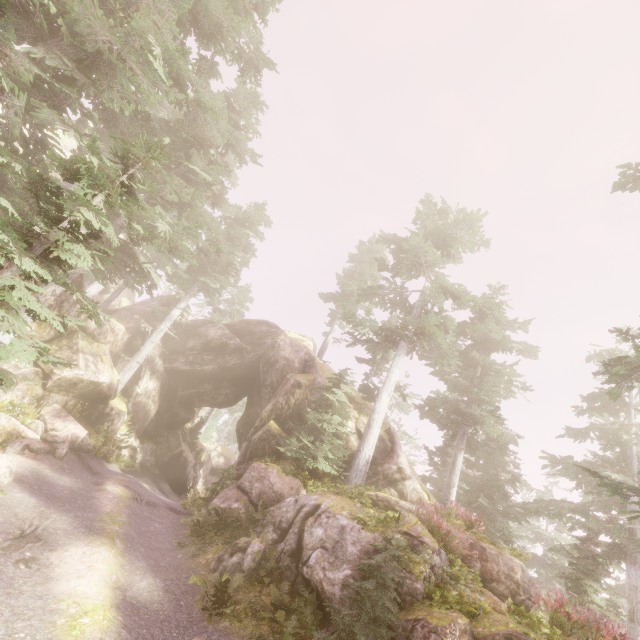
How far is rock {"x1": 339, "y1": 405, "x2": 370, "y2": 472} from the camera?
19.1m

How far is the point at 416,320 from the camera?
→ 22.9 meters

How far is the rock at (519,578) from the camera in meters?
12.4 m

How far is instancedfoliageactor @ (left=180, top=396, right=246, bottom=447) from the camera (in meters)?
32.78

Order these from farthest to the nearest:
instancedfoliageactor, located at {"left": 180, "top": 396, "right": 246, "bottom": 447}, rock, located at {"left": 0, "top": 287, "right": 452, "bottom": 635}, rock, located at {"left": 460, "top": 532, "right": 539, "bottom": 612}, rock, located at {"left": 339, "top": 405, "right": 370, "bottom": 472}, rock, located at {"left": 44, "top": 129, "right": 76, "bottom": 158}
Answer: rock, located at {"left": 44, "top": 129, "right": 76, "bottom": 158} → instancedfoliageactor, located at {"left": 180, "top": 396, "right": 246, "bottom": 447} → rock, located at {"left": 339, "top": 405, "right": 370, "bottom": 472} → rock, located at {"left": 460, "top": 532, "right": 539, "bottom": 612} → rock, located at {"left": 0, "top": 287, "right": 452, "bottom": 635}

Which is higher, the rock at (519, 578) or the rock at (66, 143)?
the rock at (66, 143)

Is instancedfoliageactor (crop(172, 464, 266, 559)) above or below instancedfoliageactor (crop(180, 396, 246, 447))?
below
